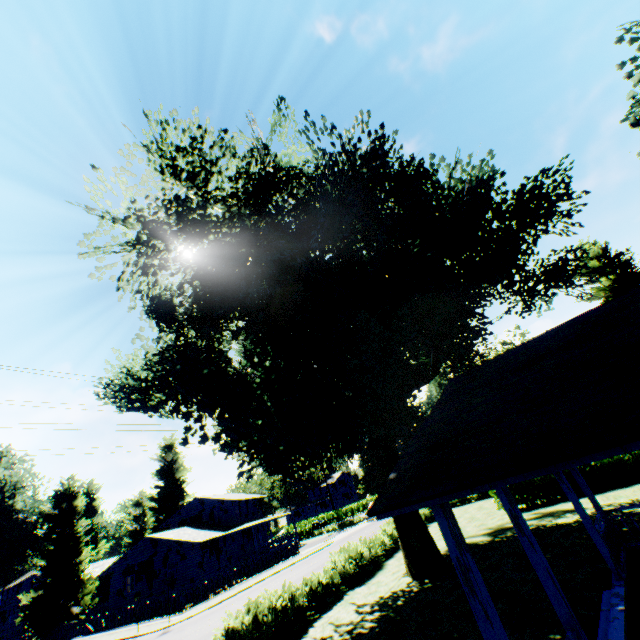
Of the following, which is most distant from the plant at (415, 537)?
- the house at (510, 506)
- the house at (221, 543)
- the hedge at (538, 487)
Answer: the hedge at (538, 487)

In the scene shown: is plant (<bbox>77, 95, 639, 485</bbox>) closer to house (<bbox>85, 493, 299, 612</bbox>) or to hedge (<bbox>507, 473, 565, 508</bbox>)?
house (<bbox>85, 493, 299, 612</bbox>)

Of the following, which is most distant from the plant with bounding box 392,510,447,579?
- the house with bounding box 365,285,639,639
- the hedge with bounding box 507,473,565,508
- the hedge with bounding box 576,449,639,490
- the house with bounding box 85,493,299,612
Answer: the hedge with bounding box 507,473,565,508

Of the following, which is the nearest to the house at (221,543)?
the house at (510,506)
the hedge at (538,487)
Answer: the hedge at (538,487)

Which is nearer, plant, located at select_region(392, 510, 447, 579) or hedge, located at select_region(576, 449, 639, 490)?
plant, located at select_region(392, 510, 447, 579)

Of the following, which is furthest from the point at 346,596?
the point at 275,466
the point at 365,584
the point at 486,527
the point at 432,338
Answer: the point at 432,338

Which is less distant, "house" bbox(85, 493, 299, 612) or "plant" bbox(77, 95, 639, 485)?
"plant" bbox(77, 95, 639, 485)

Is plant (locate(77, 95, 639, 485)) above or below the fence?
above
